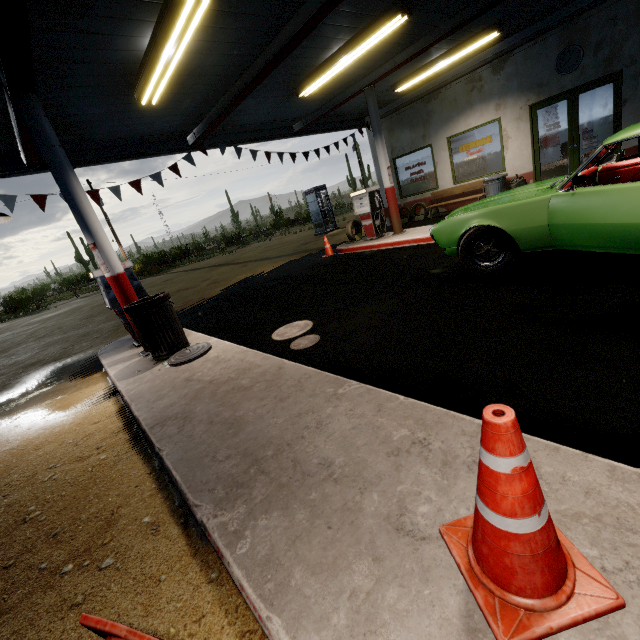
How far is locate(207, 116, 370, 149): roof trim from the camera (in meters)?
9.23

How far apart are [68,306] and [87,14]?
19.90m

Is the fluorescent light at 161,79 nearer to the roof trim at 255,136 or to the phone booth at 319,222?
the roof trim at 255,136

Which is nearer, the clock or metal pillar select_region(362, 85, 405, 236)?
the clock

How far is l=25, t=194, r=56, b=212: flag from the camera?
6.7 meters

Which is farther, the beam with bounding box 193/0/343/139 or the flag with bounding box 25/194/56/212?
the flag with bounding box 25/194/56/212

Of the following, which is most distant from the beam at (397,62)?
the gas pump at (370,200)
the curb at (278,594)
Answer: the curb at (278,594)

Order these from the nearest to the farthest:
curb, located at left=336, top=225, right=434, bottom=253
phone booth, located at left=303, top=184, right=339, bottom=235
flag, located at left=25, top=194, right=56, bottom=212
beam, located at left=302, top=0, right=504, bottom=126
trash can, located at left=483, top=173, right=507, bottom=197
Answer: beam, located at left=302, top=0, right=504, bottom=126 < flag, located at left=25, top=194, right=56, bottom=212 < curb, located at left=336, top=225, right=434, bottom=253 < trash can, located at left=483, top=173, right=507, bottom=197 < phone booth, located at left=303, top=184, right=339, bottom=235
